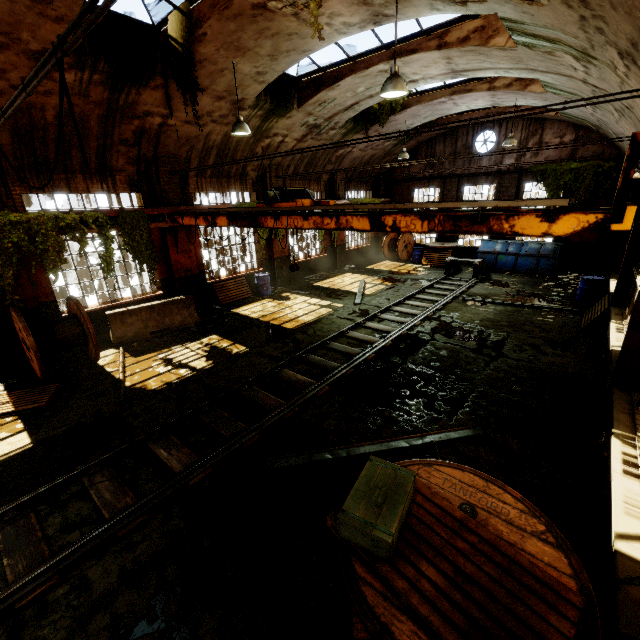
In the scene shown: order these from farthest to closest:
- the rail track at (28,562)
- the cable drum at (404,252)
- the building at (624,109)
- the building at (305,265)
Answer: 1. the cable drum at (404,252)
2. the building at (305,265)
3. the building at (624,109)
4. the rail track at (28,562)

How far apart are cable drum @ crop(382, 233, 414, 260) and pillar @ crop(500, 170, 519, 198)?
5.4m

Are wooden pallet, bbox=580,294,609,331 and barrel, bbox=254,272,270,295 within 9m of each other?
no

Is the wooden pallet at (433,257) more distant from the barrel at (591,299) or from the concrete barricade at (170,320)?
the barrel at (591,299)

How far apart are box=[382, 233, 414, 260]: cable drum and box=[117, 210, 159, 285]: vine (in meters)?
14.68

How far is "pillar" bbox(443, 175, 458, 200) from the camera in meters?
19.2

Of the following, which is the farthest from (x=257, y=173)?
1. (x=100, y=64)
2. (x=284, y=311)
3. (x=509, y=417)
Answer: (x=509, y=417)

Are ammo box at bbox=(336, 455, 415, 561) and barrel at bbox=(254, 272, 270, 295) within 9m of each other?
no
